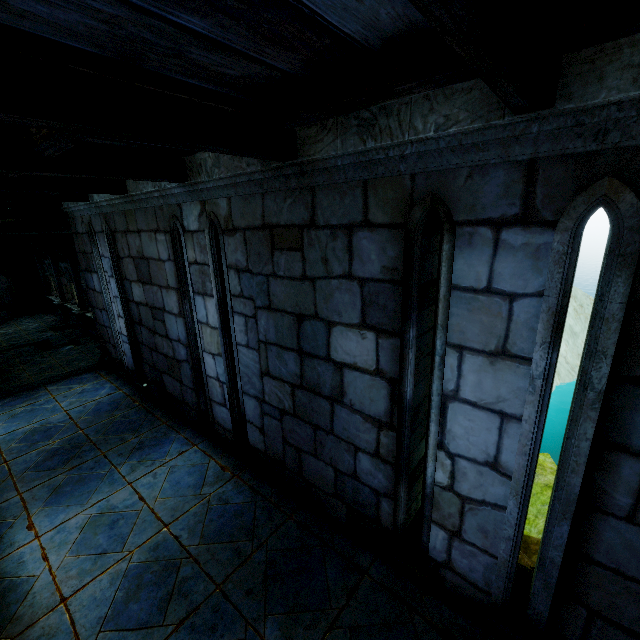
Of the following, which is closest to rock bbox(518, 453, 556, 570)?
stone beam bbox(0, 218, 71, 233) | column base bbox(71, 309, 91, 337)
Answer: column base bbox(71, 309, 91, 337)

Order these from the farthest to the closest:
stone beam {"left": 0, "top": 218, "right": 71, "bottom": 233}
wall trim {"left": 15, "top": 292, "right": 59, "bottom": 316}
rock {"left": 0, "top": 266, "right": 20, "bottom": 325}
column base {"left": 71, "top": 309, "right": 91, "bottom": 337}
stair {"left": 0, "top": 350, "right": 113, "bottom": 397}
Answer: wall trim {"left": 15, "top": 292, "right": 59, "bottom": 316} < rock {"left": 0, "top": 266, "right": 20, "bottom": 325} < column base {"left": 71, "top": 309, "right": 91, "bottom": 337} < stone beam {"left": 0, "top": 218, "right": 71, "bottom": 233} < stair {"left": 0, "top": 350, "right": 113, "bottom": 397}

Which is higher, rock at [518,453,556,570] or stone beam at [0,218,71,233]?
stone beam at [0,218,71,233]

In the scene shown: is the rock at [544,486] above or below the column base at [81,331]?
below

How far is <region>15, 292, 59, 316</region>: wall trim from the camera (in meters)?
18.00

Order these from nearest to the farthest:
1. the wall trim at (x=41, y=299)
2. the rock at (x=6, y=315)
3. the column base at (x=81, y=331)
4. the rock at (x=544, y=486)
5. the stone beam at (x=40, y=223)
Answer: the stone beam at (x=40, y=223) → the rock at (x=544, y=486) → the column base at (x=81, y=331) → the rock at (x=6, y=315) → the wall trim at (x=41, y=299)

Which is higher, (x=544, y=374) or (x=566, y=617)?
(x=544, y=374)

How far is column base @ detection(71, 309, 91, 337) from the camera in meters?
14.1
